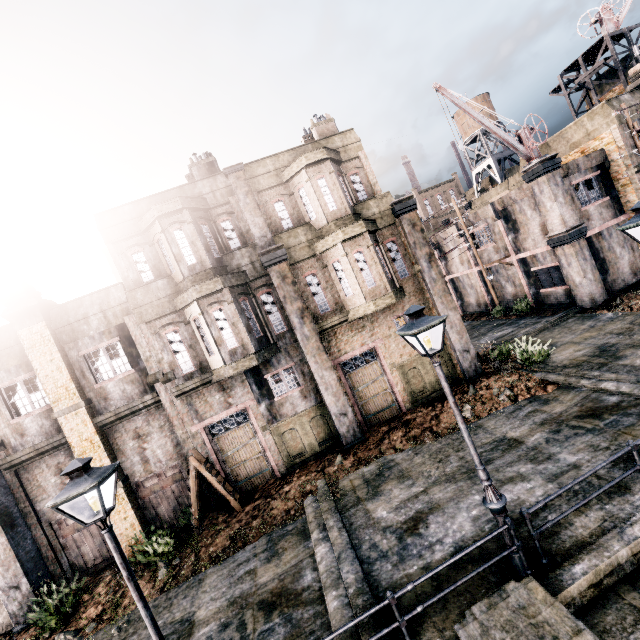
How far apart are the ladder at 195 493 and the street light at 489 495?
10.0 meters

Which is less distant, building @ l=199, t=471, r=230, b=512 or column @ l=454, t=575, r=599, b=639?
column @ l=454, t=575, r=599, b=639

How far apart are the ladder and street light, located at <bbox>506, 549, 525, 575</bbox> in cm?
998

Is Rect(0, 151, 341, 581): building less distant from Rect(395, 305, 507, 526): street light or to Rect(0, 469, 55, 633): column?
Rect(0, 469, 55, 633): column

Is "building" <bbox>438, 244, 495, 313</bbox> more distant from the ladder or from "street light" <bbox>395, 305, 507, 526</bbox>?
the ladder

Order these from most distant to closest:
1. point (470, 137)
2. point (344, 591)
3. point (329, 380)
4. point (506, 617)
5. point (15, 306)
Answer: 1. point (470, 137)
2. point (329, 380)
3. point (15, 306)
4. point (344, 591)
5. point (506, 617)

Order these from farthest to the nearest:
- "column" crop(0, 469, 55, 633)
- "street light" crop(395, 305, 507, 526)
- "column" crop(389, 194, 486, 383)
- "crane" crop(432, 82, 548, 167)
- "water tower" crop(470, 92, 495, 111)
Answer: "water tower" crop(470, 92, 495, 111)
"crane" crop(432, 82, 548, 167)
"column" crop(389, 194, 486, 383)
"column" crop(0, 469, 55, 633)
"street light" crop(395, 305, 507, 526)
